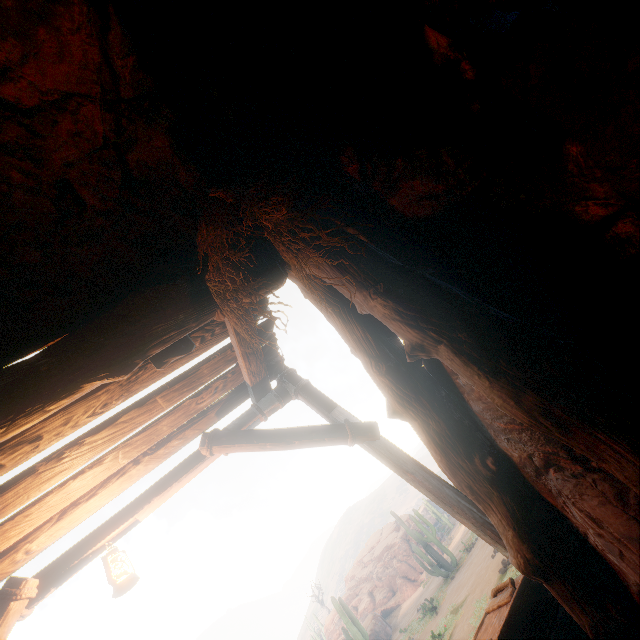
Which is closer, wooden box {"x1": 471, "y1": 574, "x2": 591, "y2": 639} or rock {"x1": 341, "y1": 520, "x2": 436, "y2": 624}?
wooden box {"x1": 471, "y1": 574, "x2": 591, "y2": 639}

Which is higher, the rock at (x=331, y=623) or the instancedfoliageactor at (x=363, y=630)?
the rock at (x=331, y=623)

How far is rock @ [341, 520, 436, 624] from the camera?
23.9m

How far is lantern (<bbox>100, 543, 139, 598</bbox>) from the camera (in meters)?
3.09

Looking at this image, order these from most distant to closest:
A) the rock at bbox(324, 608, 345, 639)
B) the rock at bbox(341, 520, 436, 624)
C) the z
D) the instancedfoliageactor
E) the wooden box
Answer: the rock at bbox(324, 608, 345, 639), the rock at bbox(341, 520, 436, 624), the instancedfoliageactor, the wooden box, the z

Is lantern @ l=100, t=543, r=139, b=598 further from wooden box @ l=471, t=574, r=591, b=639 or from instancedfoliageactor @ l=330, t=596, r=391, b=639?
instancedfoliageactor @ l=330, t=596, r=391, b=639

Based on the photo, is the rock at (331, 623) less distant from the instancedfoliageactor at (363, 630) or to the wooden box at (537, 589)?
the instancedfoliageactor at (363, 630)

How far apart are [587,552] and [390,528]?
34.20m
